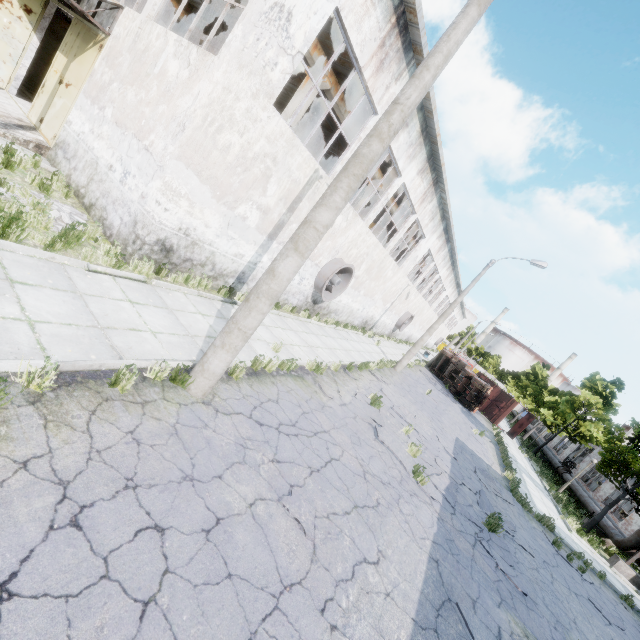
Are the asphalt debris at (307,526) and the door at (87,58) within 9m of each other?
no

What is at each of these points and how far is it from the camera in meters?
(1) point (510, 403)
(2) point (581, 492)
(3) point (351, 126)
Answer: (1) truck dump body, 30.7 m
(2) pipe, 21.7 m
(3) beam, 14.4 m

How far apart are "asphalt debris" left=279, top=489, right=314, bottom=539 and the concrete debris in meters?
7.5

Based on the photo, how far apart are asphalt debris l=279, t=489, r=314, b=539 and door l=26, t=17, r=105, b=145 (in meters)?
13.25

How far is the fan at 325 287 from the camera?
14.7 meters

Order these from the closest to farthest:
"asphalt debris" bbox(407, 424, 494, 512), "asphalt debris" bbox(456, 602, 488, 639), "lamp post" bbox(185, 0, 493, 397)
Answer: "lamp post" bbox(185, 0, 493, 397) → "asphalt debris" bbox(456, 602, 488, 639) → "asphalt debris" bbox(407, 424, 494, 512)

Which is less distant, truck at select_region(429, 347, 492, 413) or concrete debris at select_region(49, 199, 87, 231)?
concrete debris at select_region(49, 199, 87, 231)

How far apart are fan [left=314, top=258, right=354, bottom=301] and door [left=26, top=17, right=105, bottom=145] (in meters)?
9.97
